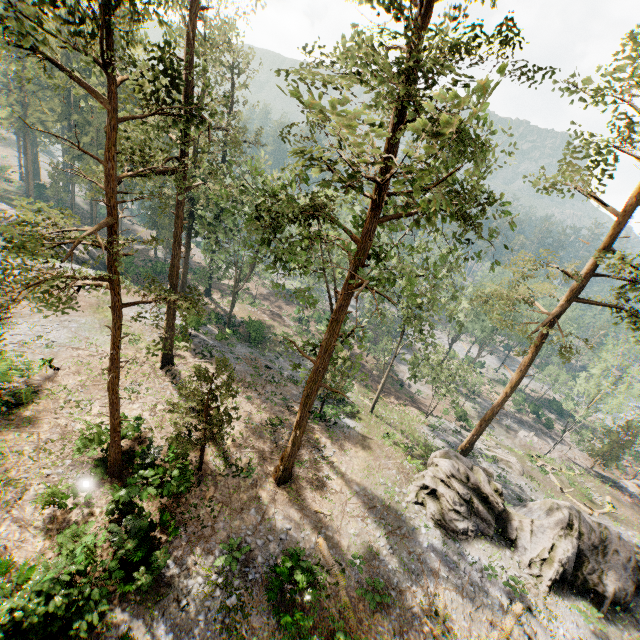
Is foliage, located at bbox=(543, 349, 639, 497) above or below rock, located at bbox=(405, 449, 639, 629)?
below

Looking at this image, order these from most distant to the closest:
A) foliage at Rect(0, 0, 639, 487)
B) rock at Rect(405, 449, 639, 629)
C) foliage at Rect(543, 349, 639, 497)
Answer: foliage at Rect(543, 349, 639, 497) < rock at Rect(405, 449, 639, 629) < foliage at Rect(0, 0, 639, 487)

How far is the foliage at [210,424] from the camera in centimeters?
1596cm

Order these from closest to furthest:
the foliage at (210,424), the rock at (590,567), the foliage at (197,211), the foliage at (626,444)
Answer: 1. the foliage at (197,211)
2. the foliage at (210,424)
3. the rock at (590,567)
4. the foliage at (626,444)

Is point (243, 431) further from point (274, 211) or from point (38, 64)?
point (38, 64)

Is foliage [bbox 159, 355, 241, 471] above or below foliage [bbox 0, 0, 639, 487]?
below

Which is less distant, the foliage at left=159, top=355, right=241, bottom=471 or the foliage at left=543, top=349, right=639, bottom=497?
the foliage at left=159, top=355, right=241, bottom=471

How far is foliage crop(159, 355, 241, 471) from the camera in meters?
16.0
